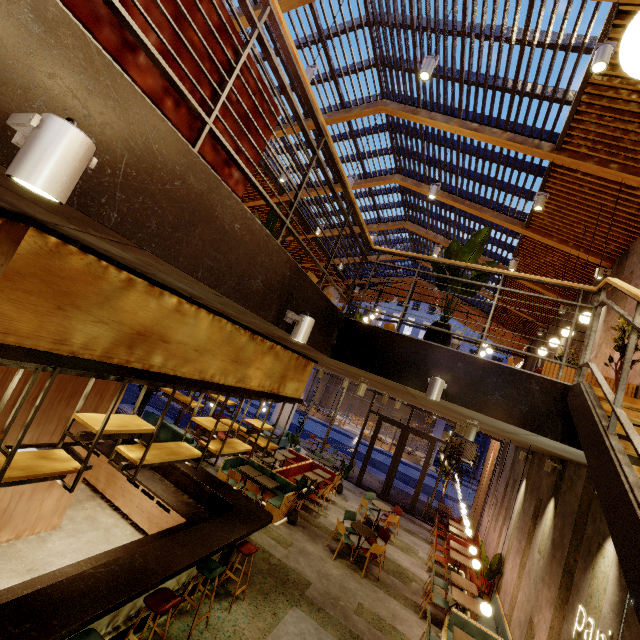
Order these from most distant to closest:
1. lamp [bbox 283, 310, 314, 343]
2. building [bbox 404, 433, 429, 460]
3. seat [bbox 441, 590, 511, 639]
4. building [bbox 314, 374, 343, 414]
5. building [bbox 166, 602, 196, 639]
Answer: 1. building [bbox 314, 374, 343, 414]
2. building [bbox 404, 433, 429, 460]
3. seat [bbox 441, 590, 511, 639]
4. building [bbox 166, 602, 196, 639]
5. lamp [bbox 283, 310, 314, 343]

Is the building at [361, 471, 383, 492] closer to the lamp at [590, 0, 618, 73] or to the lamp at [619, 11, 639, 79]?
the lamp at [619, 11, 639, 79]

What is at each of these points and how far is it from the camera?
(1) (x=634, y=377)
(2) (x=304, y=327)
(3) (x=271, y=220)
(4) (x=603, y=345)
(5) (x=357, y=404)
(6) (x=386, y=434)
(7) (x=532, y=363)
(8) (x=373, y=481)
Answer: (1) building, 5.1 meters
(2) lamp, 2.9 meters
(3) tree, 4.8 meters
(4) building, 6.7 meters
(5) building, 48.5 meters
(6) building, 40.3 meters
(7) building, 13.2 meters
(8) building, 17.9 meters

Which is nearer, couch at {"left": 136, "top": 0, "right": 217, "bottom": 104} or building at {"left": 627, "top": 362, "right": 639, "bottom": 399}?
couch at {"left": 136, "top": 0, "right": 217, "bottom": 104}

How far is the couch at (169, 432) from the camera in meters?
10.7

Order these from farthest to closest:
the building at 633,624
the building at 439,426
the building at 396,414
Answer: the building at 396,414
the building at 439,426
the building at 633,624

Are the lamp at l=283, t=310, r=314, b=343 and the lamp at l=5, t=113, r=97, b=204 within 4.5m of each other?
yes

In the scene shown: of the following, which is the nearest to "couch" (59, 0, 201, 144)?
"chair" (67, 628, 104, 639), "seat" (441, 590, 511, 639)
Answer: "chair" (67, 628, 104, 639)
